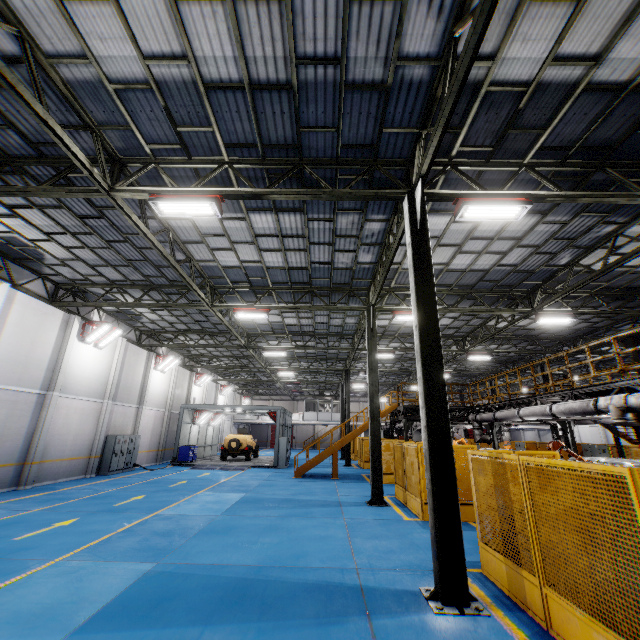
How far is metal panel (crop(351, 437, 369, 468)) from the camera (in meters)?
25.31

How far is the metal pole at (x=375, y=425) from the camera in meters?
12.3 m

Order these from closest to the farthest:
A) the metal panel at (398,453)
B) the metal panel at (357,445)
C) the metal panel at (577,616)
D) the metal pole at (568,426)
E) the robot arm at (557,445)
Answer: the metal panel at (577,616)
the metal panel at (398,453)
the robot arm at (557,445)
the metal pole at (568,426)
the metal panel at (357,445)

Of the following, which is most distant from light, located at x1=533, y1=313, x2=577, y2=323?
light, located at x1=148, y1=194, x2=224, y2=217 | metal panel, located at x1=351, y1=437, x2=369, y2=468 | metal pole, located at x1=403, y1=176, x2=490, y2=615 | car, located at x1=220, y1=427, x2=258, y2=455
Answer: car, located at x1=220, y1=427, x2=258, y2=455

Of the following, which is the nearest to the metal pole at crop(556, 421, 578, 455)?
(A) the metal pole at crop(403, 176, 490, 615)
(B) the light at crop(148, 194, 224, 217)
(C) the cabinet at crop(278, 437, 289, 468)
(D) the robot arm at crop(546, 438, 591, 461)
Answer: (D) the robot arm at crop(546, 438, 591, 461)

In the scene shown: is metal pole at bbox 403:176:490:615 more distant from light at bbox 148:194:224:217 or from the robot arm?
the robot arm

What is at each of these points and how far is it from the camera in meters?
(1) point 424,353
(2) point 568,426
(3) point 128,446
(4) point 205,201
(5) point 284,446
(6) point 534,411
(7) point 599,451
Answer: (1) metal pole, 6.4
(2) metal pole, 16.4
(3) cabinet, 20.3
(4) light, 7.6
(5) cabinet, 24.5
(6) vent pipe, 12.4
(7) cabinet, 20.2

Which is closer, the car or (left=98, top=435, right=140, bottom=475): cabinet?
(left=98, top=435, right=140, bottom=475): cabinet
